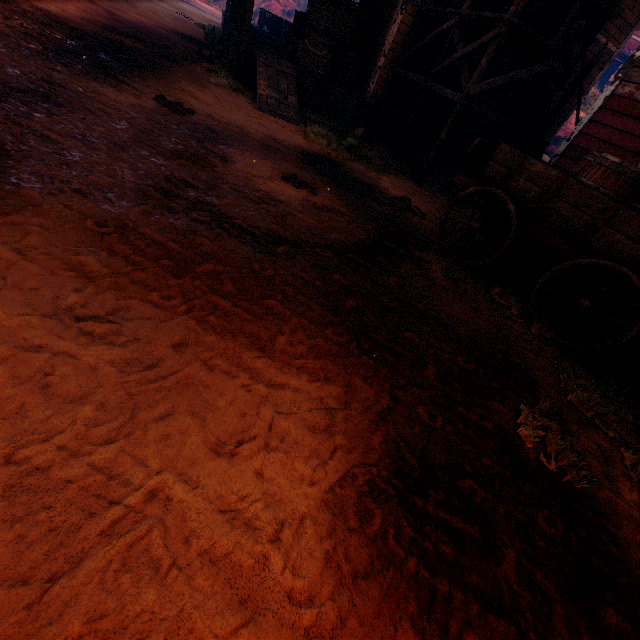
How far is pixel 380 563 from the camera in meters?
1.6

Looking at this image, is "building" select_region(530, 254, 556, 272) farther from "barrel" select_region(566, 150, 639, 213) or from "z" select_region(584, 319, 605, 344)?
"barrel" select_region(566, 150, 639, 213)

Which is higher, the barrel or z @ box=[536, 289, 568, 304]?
the barrel

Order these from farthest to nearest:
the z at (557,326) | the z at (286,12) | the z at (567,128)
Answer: the z at (286,12), the z at (567,128), the z at (557,326)

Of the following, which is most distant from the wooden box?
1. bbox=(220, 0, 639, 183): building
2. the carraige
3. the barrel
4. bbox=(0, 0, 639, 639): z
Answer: the barrel

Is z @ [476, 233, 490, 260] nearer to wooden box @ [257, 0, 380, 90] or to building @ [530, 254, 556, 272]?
building @ [530, 254, 556, 272]

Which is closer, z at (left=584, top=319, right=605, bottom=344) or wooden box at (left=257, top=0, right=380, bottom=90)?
z at (left=584, top=319, right=605, bottom=344)

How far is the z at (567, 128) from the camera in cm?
2272
